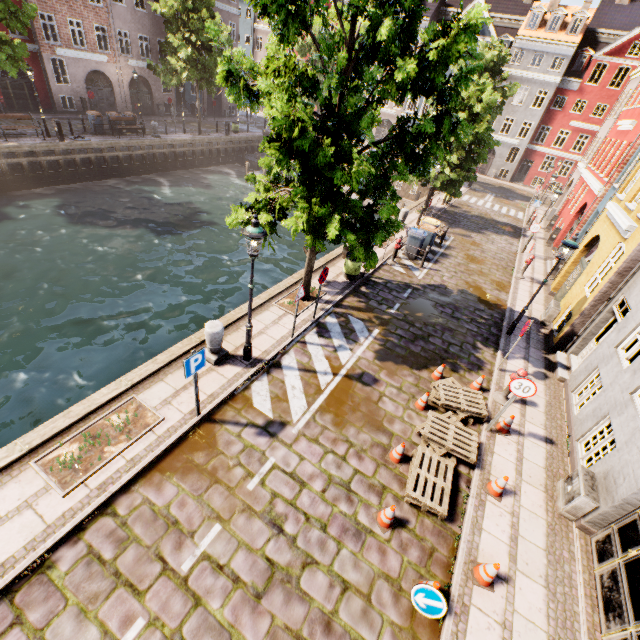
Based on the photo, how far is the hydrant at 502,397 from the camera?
8.9 meters

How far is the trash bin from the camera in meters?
12.6 m

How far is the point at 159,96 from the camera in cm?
3347

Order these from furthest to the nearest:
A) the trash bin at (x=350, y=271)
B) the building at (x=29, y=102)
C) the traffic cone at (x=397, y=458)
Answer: the building at (x=29, y=102)
the trash bin at (x=350, y=271)
the traffic cone at (x=397, y=458)

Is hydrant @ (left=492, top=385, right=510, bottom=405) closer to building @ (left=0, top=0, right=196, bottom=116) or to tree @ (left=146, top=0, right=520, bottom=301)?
tree @ (left=146, top=0, right=520, bottom=301)

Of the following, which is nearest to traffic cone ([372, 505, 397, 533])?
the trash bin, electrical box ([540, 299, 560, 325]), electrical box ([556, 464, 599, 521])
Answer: electrical box ([556, 464, 599, 521])

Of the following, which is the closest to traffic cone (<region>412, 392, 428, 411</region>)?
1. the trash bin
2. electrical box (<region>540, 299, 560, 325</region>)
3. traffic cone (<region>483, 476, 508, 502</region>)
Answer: traffic cone (<region>483, 476, 508, 502</region>)

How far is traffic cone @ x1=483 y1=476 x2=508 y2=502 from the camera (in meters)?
6.66
